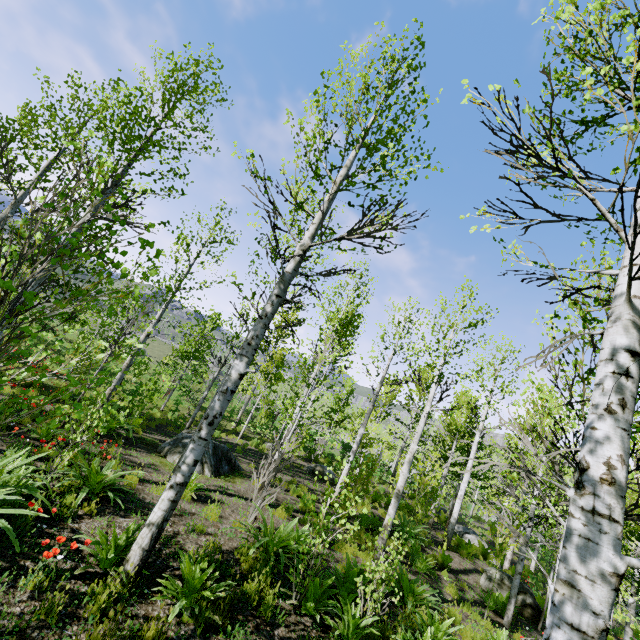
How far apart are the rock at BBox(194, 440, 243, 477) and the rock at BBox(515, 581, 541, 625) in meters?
9.3

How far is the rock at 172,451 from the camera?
9.60m

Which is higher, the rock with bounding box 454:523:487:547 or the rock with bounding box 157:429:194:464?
the rock with bounding box 454:523:487:547

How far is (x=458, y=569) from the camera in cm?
1162

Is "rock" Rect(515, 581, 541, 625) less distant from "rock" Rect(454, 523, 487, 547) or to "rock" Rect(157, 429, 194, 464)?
"rock" Rect(454, 523, 487, 547)

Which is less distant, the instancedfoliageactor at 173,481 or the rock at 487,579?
the instancedfoliageactor at 173,481

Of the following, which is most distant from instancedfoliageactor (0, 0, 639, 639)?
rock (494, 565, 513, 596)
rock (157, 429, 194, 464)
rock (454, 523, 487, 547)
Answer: rock (157, 429, 194, 464)

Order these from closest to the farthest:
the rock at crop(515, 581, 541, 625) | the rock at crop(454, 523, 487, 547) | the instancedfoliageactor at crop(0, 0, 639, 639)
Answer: the instancedfoliageactor at crop(0, 0, 639, 639) < the rock at crop(515, 581, 541, 625) < the rock at crop(454, 523, 487, 547)
